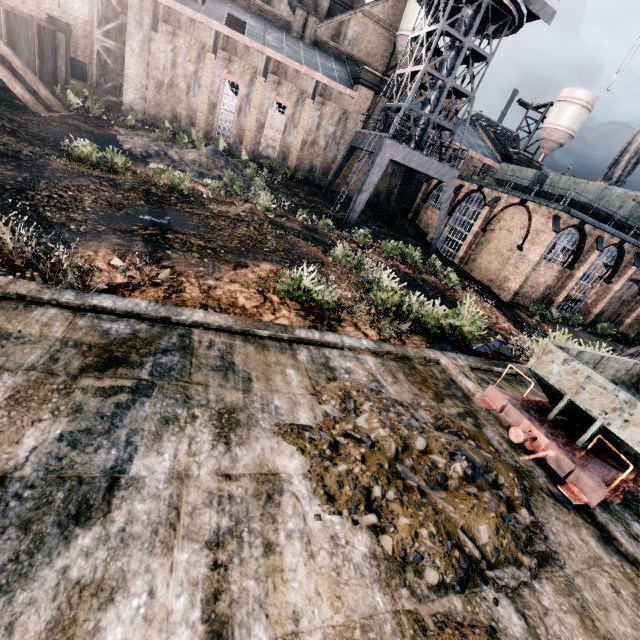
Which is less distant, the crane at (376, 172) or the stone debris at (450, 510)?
the stone debris at (450, 510)

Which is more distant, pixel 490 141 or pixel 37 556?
pixel 490 141

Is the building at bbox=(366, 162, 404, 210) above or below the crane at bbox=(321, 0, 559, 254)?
below

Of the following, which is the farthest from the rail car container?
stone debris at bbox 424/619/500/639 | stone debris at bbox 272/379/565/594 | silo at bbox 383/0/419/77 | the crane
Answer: stone debris at bbox 424/619/500/639

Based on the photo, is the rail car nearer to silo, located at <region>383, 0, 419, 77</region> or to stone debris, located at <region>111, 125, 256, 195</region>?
stone debris, located at <region>111, 125, 256, 195</region>

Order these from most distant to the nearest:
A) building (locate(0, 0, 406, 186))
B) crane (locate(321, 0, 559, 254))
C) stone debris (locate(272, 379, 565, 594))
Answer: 1. building (locate(0, 0, 406, 186))
2. crane (locate(321, 0, 559, 254))
3. stone debris (locate(272, 379, 565, 594))

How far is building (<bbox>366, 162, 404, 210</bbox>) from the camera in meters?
40.4 m

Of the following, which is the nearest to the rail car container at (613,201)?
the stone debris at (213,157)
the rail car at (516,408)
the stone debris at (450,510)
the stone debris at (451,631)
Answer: the rail car at (516,408)
